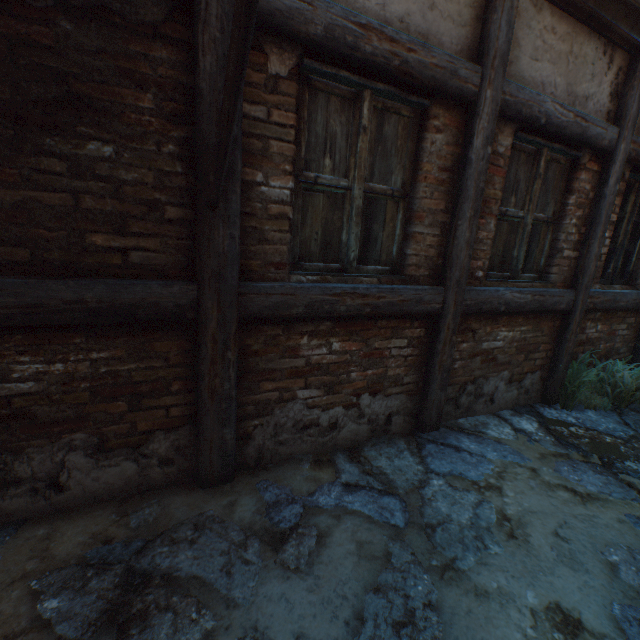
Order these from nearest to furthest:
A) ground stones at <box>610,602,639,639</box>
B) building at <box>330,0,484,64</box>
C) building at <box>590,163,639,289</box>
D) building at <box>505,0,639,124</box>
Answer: ground stones at <box>610,602,639,639</box>, building at <box>330,0,484,64</box>, building at <box>505,0,639,124</box>, building at <box>590,163,639,289</box>

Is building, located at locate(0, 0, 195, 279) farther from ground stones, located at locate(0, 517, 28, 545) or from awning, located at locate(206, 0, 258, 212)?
ground stones, located at locate(0, 517, 28, 545)

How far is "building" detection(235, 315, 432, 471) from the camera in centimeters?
231cm

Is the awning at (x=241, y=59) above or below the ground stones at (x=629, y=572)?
above

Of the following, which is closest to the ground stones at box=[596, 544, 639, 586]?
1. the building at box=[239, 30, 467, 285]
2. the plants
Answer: the plants

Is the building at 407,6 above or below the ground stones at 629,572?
above

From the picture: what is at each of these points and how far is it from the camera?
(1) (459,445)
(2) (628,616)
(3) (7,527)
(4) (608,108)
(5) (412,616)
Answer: (1) ground stones, 2.9 meters
(2) ground stones, 1.6 meters
(3) ground stones, 1.8 meters
(4) building, 3.2 meters
(5) ground stones, 1.5 meters

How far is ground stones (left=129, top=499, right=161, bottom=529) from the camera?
1.9m
